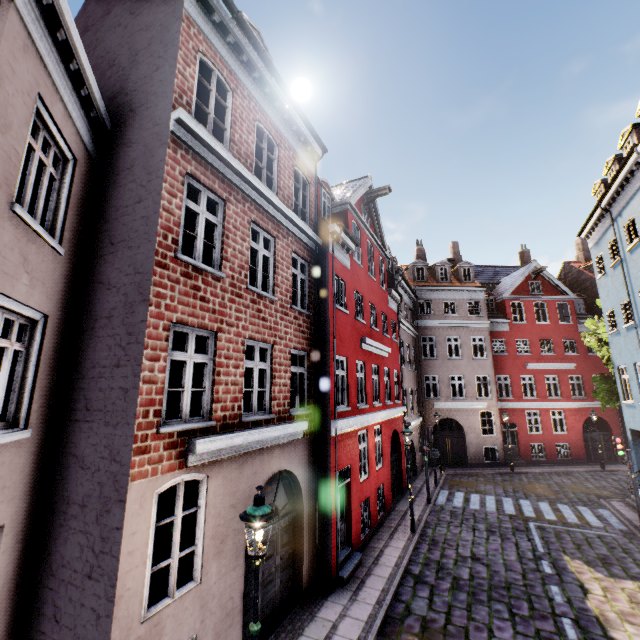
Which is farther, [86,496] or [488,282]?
[488,282]

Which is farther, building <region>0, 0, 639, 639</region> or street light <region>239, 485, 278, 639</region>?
building <region>0, 0, 639, 639</region>

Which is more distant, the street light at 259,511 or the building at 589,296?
the building at 589,296
